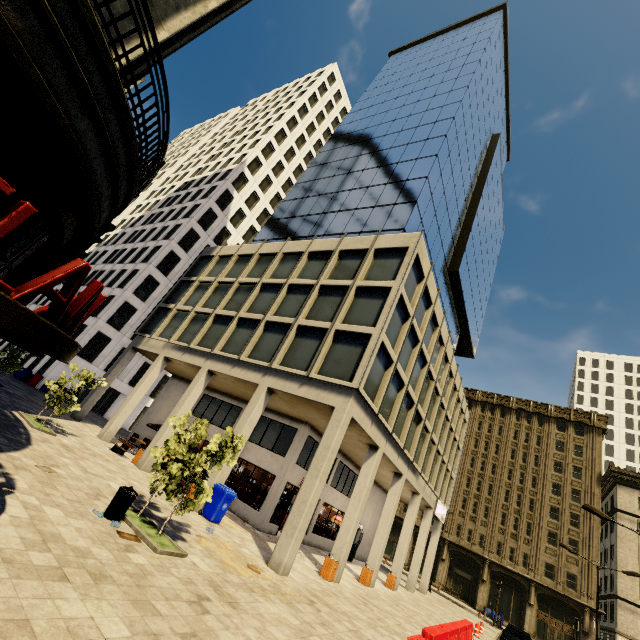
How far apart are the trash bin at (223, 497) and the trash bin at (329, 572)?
4.7m

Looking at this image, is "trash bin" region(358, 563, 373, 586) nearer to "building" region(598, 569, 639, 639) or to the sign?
"building" region(598, 569, 639, 639)

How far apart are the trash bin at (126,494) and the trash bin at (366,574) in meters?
14.6

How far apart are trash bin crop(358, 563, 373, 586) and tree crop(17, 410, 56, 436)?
16.55m

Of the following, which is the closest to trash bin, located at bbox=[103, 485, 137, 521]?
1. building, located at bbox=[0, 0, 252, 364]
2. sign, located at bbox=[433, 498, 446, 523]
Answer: building, located at bbox=[0, 0, 252, 364]

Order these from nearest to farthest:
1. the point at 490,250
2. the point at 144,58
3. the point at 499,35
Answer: the point at 144,58 → the point at 499,35 → the point at 490,250

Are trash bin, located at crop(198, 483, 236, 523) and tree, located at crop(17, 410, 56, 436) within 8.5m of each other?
yes

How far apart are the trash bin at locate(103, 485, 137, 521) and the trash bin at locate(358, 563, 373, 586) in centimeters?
1457cm
